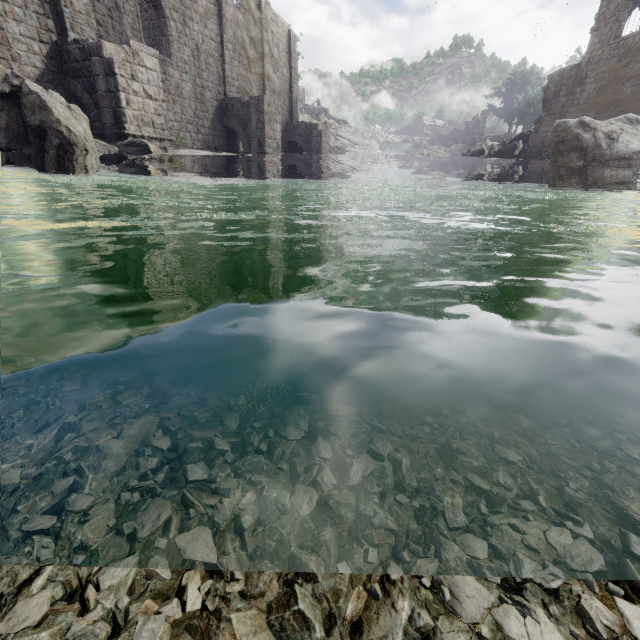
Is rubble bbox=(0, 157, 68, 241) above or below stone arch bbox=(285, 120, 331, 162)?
below

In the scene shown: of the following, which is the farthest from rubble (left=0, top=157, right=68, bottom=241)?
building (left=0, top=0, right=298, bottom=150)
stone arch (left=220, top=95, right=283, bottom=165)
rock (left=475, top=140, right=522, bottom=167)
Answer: rock (left=475, top=140, right=522, bottom=167)

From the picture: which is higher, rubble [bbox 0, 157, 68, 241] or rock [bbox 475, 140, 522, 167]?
rock [bbox 475, 140, 522, 167]

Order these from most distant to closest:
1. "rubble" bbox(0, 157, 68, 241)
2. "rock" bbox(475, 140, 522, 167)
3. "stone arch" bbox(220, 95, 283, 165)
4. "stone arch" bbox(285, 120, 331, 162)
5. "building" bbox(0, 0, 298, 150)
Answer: "rock" bbox(475, 140, 522, 167) < "stone arch" bbox(285, 120, 331, 162) < "stone arch" bbox(220, 95, 283, 165) < "building" bbox(0, 0, 298, 150) < "rubble" bbox(0, 157, 68, 241)

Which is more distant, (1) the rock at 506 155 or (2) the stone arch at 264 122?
(1) the rock at 506 155

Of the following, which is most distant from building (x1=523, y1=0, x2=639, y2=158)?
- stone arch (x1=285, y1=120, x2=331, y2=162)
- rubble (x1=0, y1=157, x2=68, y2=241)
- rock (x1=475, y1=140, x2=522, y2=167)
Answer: rubble (x1=0, y1=157, x2=68, y2=241)

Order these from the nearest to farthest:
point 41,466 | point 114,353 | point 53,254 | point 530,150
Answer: point 41,466
point 114,353
point 53,254
point 530,150

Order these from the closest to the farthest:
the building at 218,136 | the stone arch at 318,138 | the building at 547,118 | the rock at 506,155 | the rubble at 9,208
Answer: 1. the rubble at 9,208
2. the building at 218,136
3. the building at 547,118
4. the stone arch at 318,138
5. the rock at 506,155
